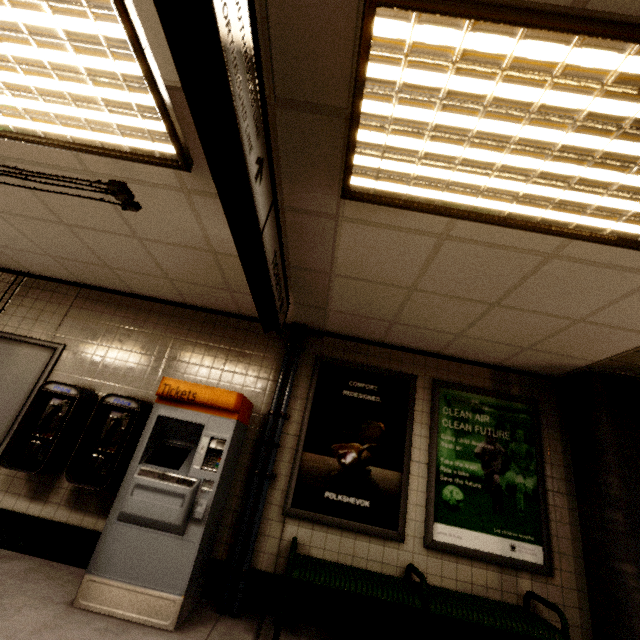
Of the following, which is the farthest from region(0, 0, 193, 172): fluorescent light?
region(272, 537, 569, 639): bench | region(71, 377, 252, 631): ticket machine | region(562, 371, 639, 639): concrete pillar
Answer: region(562, 371, 639, 639): concrete pillar

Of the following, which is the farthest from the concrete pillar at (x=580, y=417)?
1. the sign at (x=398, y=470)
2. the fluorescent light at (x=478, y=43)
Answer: the fluorescent light at (x=478, y=43)

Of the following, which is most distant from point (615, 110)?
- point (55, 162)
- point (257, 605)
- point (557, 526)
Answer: point (257, 605)

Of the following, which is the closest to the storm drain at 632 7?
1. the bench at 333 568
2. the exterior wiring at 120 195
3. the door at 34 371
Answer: the exterior wiring at 120 195

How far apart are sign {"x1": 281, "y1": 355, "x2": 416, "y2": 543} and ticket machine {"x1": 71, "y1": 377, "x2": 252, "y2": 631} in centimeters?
59cm

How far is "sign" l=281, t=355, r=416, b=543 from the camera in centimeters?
338cm

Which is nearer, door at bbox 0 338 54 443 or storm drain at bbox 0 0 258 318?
storm drain at bbox 0 0 258 318

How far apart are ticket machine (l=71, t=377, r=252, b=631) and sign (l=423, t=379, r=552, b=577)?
2.09m
